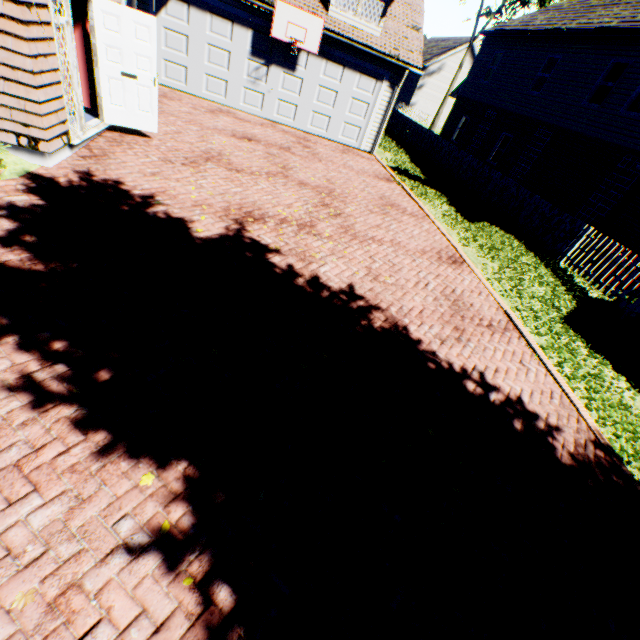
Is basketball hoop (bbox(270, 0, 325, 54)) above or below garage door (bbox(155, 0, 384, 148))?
above

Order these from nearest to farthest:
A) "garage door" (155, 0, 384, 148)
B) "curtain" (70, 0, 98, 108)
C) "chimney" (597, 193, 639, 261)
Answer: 1. "curtain" (70, 0, 98, 108)
2. "chimney" (597, 193, 639, 261)
3. "garage door" (155, 0, 384, 148)

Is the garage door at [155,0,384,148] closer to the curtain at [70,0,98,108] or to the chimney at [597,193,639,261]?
the curtain at [70,0,98,108]

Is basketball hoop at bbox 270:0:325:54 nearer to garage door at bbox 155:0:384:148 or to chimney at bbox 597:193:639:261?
garage door at bbox 155:0:384:148

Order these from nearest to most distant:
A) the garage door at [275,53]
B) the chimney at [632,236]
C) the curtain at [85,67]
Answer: the curtain at [85,67], the chimney at [632,236], the garage door at [275,53]

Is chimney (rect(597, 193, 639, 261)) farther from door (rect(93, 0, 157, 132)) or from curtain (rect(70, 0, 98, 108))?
curtain (rect(70, 0, 98, 108))

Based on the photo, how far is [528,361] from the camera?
6.3 meters

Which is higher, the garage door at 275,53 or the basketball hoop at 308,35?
the basketball hoop at 308,35
